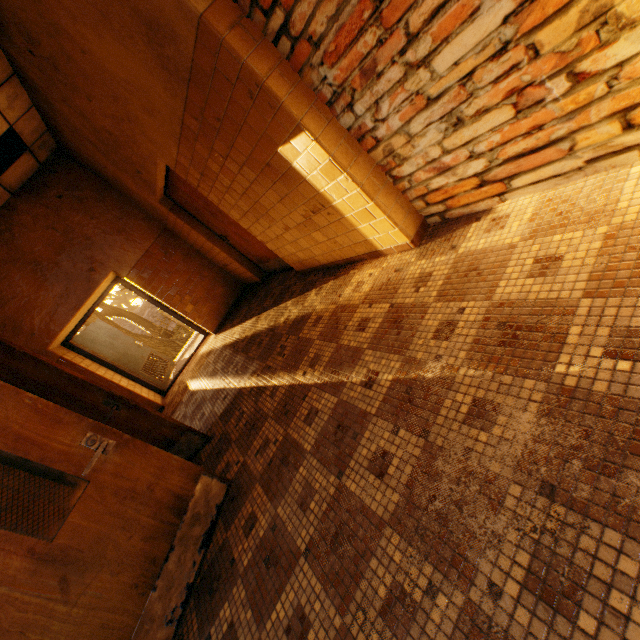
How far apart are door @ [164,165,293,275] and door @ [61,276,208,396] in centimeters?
371cm

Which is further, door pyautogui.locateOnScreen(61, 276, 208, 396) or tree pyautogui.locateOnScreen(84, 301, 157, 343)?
tree pyautogui.locateOnScreen(84, 301, 157, 343)

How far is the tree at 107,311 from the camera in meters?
16.0 m

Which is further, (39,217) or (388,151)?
(39,217)

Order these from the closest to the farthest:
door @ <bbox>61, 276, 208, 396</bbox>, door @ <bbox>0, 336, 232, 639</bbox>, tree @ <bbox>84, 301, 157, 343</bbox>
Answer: door @ <bbox>0, 336, 232, 639</bbox>
door @ <bbox>61, 276, 208, 396</bbox>
tree @ <bbox>84, 301, 157, 343</bbox>

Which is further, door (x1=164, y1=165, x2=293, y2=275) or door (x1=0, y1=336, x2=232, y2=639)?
door (x1=164, y1=165, x2=293, y2=275)

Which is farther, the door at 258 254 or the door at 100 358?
the door at 100 358

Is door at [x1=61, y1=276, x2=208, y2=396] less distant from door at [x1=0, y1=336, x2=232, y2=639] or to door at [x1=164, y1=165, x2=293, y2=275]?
door at [x1=164, y1=165, x2=293, y2=275]
